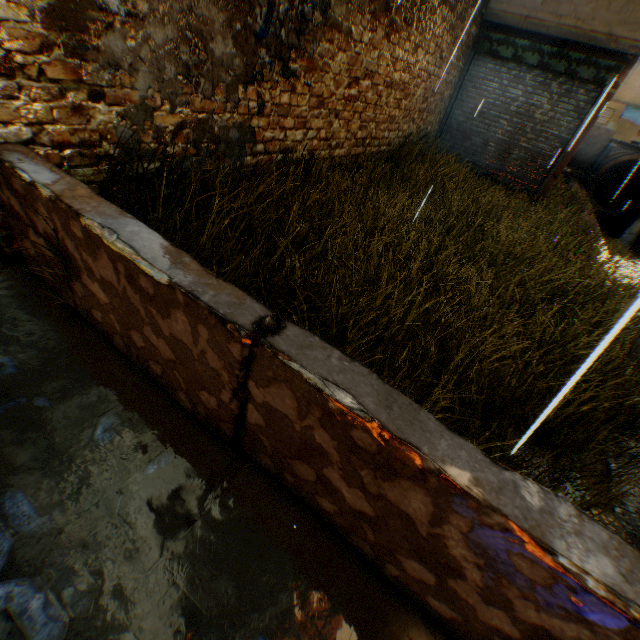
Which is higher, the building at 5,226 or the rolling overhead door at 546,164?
the rolling overhead door at 546,164

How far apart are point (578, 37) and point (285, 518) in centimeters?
1124cm

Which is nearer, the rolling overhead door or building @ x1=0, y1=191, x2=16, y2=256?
building @ x1=0, y1=191, x2=16, y2=256

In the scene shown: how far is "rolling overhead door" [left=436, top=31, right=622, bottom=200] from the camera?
7.8m

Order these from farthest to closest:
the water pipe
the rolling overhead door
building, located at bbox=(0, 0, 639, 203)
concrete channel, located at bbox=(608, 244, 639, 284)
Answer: A: the water pipe, concrete channel, located at bbox=(608, 244, 639, 284), the rolling overhead door, building, located at bbox=(0, 0, 639, 203)

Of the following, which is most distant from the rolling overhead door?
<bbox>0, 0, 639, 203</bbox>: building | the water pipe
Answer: the water pipe

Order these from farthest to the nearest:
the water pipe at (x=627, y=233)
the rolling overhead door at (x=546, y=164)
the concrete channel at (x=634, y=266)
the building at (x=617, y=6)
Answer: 1. the water pipe at (x=627, y=233)
2. the concrete channel at (x=634, y=266)
3. the rolling overhead door at (x=546, y=164)
4. the building at (x=617, y=6)

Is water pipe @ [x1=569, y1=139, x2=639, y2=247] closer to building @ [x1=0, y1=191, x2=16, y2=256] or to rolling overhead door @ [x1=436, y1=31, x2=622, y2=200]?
building @ [x1=0, y1=191, x2=16, y2=256]
